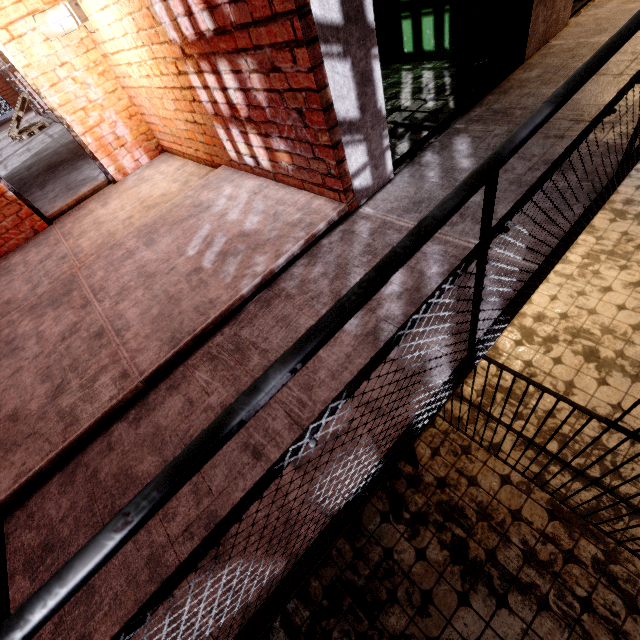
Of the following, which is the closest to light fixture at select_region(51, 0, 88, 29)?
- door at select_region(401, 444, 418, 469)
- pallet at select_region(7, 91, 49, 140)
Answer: door at select_region(401, 444, 418, 469)

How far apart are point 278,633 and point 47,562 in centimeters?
305cm

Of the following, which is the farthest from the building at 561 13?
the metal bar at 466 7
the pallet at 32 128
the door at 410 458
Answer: the pallet at 32 128

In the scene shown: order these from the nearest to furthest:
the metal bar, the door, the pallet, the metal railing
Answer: the metal railing < the metal bar < the door < the pallet

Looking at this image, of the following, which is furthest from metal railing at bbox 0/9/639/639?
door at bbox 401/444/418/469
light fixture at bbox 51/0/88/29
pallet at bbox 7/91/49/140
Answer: pallet at bbox 7/91/49/140

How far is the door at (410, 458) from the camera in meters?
3.4 m

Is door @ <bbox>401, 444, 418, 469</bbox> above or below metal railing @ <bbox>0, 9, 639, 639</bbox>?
below

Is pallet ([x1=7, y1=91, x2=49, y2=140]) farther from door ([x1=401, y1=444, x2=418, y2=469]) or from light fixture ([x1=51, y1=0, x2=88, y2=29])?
door ([x1=401, y1=444, x2=418, y2=469])
